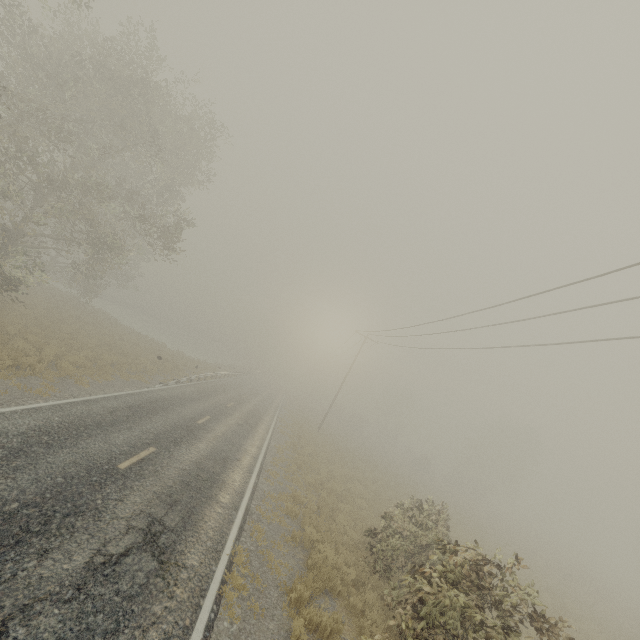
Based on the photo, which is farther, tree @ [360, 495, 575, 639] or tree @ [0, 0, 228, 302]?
tree @ [0, 0, 228, 302]

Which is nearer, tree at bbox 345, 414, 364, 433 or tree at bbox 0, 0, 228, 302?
tree at bbox 0, 0, 228, 302

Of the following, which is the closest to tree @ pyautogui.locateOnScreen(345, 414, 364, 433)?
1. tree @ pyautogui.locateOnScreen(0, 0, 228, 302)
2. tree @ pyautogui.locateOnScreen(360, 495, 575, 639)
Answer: tree @ pyautogui.locateOnScreen(0, 0, 228, 302)

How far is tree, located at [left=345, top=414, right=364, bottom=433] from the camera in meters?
57.5

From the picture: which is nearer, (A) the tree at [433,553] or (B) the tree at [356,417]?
(A) the tree at [433,553]

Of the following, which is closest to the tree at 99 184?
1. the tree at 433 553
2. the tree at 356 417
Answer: the tree at 433 553

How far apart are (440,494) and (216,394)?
28.91m
